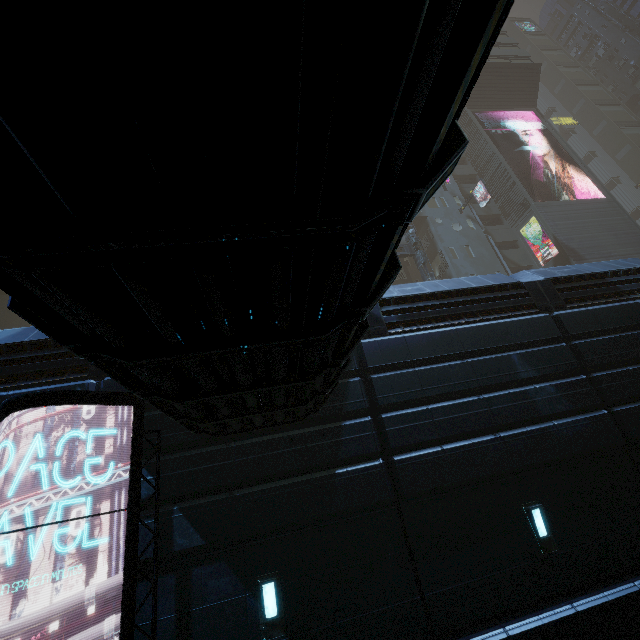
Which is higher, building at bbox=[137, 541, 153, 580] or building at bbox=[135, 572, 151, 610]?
building at bbox=[137, 541, 153, 580]

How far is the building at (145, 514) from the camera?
6.0 meters

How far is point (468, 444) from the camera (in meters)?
7.27

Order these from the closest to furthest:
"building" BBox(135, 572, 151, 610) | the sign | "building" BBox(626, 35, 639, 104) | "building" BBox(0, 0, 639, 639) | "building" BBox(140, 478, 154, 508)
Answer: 1. "building" BBox(0, 0, 639, 639)
2. the sign
3. "building" BBox(135, 572, 151, 610)
4. "building" BBox(140, 478, 154, 508)
5. "building" BBox(626, 35, 639, 104)

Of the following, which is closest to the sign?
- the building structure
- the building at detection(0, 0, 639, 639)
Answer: the building at detection(0, 0, 639, 639)

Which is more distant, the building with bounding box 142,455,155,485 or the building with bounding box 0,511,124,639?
the building with bounding box 142,455,155,485
